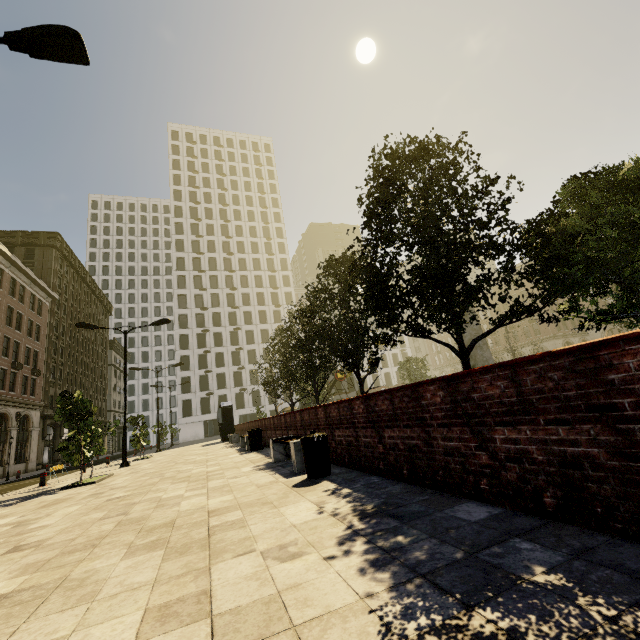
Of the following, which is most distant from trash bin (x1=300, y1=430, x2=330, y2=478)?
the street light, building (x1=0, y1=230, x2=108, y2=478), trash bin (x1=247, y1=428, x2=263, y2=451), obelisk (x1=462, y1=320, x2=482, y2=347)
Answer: obelisk (x1=462, y1=320, x2=482, y2=347)

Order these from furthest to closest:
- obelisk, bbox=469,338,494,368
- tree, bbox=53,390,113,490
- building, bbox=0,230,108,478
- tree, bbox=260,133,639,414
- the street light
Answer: building, bbox=0,230,108,478 → obelisk, bbox=469,338,494,368 → tree, bbox=53,390,113,490 → tree, bbox=260,133,639,414 → the street light

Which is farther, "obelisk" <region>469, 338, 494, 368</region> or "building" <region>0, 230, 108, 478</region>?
"building" <region>0, 230, 108, 478</region>

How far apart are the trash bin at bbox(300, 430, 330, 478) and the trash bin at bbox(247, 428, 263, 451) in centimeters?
809cm

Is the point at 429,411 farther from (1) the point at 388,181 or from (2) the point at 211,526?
(1) the point at 388,181

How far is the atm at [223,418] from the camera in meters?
27.6 m

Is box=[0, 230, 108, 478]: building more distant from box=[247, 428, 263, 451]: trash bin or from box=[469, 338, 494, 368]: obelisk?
box=[469, 338, 494, 368]: obelisk

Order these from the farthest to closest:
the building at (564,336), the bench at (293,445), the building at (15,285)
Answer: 1. the building at (564,336)
2. the building at (15,285)
3. the bench at (293,445)
